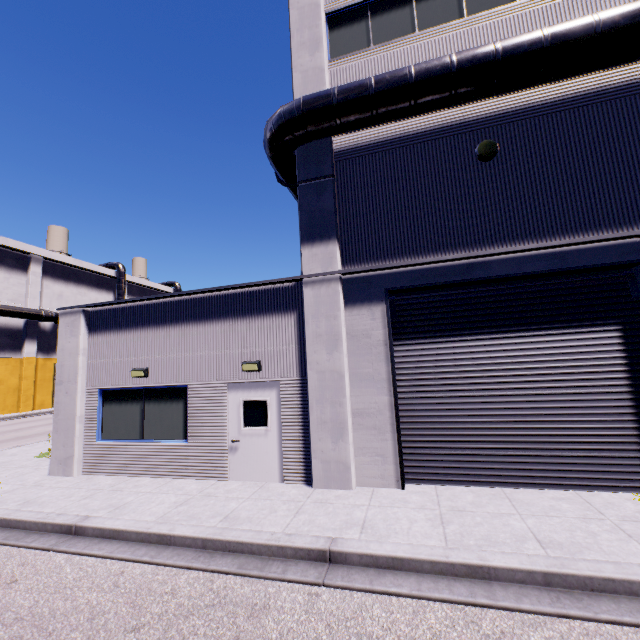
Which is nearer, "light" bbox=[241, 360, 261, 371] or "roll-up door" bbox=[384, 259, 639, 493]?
"roll-up door" bbox=[384, 259, 639, 493]

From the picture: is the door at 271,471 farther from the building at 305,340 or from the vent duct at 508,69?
the vent duct at 508,69

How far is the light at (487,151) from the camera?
7.1 meters

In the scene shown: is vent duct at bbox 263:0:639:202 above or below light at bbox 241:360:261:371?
above

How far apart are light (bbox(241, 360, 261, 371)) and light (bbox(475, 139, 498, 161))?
7.0 meters

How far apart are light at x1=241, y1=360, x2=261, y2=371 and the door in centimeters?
24cm

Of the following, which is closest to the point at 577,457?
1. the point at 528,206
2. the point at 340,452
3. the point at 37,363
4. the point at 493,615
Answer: the point at 493,615

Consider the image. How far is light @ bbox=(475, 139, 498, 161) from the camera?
7.12m
